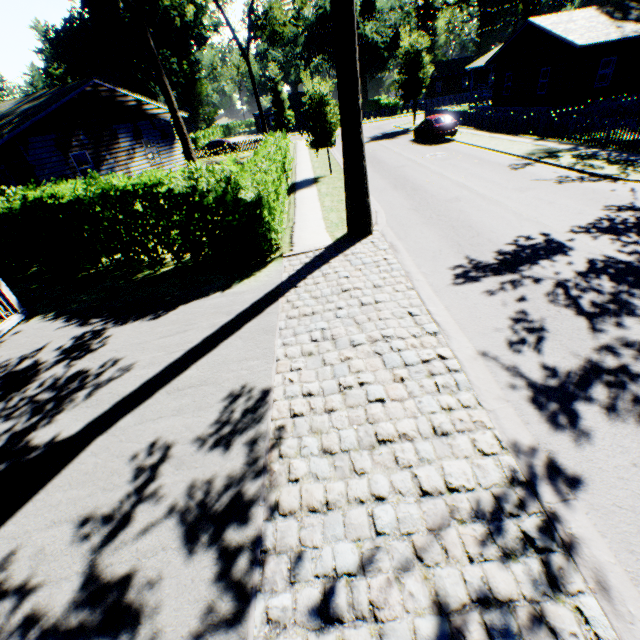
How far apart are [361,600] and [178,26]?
24.8m

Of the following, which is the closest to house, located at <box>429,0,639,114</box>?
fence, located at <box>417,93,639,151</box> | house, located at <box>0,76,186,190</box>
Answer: fence, located at <box>417,93,639,151</box>

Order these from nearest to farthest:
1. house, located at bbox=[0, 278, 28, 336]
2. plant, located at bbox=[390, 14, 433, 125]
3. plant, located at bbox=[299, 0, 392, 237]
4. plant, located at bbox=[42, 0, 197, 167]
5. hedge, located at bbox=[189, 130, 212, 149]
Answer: plant, located at bbox=[299, 0, 392, 237], house, located at bbox=[0, 278, 28, 336], plant, located at bbox=[42, 0, 197, 167], plant, located at bbox=[390, 14, 433, 125], hedge, located at bbox=[189, 130, 212, 149]

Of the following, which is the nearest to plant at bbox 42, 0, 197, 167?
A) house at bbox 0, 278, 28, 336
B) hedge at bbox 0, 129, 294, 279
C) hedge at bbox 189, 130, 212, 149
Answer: house at bbox 0, 278, 28, 336

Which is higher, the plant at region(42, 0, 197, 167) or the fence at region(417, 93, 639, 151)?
the plant at region(42, 0, 197, 167)

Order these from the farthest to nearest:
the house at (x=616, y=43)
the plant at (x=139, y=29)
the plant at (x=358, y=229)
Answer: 1. the house at (x=616, y=43)
2. the plant at (x=139, y=29)
3. the plant at (x=358, y=229)

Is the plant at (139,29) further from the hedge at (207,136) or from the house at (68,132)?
the hedge at (207,136)

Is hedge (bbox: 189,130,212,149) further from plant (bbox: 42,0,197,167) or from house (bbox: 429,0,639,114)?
house (bbox: 429,0,639,114)
